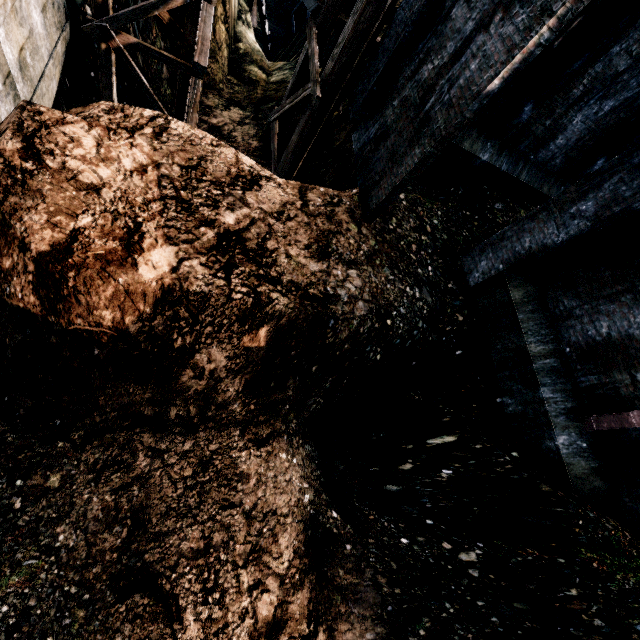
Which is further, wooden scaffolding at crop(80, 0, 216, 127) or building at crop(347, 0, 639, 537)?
wooden scaffolding at crop(80, 0, 216, 127)

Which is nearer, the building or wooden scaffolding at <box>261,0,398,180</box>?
the building

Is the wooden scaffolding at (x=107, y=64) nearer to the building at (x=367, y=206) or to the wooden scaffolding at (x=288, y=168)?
the wooden scaffolding at (x=288, y=168)

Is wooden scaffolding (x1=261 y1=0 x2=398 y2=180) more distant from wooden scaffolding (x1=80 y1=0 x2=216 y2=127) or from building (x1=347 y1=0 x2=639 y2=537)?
wooden scaffolding (x1=80 y1=0 x2=216 y2=127)

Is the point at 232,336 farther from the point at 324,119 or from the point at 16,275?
the point at 324,119

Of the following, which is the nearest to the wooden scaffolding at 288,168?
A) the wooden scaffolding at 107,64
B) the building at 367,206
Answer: the building at 367,206
